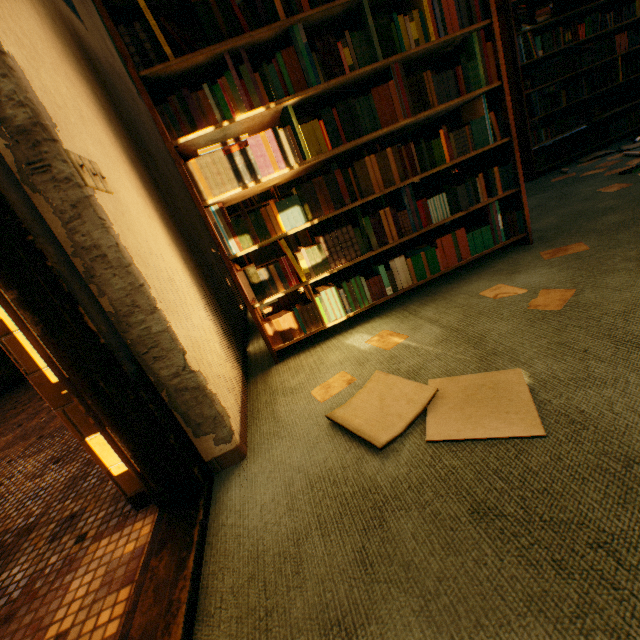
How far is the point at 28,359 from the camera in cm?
107

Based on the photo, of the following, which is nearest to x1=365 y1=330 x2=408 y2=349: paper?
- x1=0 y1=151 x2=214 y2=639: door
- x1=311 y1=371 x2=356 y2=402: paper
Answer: x1=311 y1=371 x2=356 y2=402: paper

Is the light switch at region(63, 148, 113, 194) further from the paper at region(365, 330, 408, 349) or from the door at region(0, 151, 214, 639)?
the paper at region(365, 330, 408, 349)

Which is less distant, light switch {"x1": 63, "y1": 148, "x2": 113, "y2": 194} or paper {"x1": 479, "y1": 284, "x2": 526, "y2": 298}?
light switch {"x1": 63, "y1": 148, "x2": 113, "y2": 194}

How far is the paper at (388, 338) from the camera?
1.7 meters

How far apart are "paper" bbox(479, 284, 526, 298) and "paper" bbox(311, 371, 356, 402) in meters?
0.9

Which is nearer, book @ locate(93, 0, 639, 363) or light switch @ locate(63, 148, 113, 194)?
light switch @ locate(63, 148, 113, 194)

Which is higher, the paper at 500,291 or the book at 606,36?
the book at 606,36
